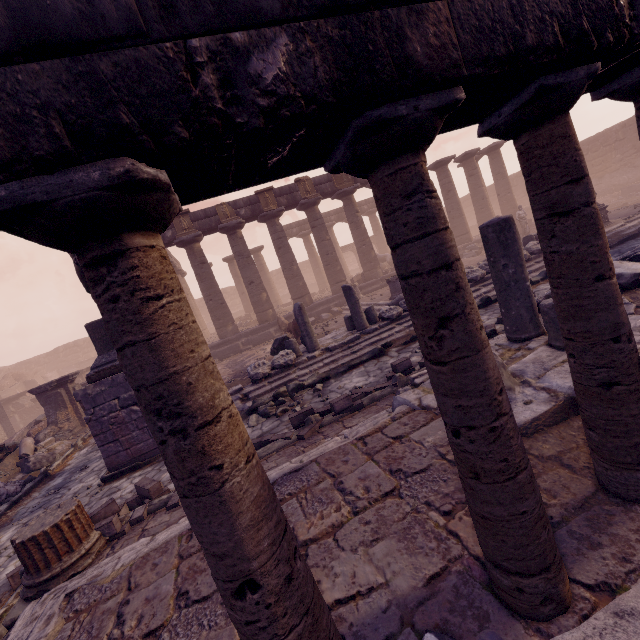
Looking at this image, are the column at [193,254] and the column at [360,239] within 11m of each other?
yes

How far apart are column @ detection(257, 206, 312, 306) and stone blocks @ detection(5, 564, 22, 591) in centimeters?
1383cm

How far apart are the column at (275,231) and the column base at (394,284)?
5.4m

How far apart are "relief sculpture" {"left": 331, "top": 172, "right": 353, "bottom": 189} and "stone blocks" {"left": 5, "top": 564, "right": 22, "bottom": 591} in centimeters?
1750cm

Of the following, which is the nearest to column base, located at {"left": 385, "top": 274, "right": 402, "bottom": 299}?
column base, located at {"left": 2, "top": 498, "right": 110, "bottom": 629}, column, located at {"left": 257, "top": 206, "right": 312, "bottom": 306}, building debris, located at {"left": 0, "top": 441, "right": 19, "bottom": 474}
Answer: column, located at {"left": 257, "top": 206, "right": 312, "bottom": 306}

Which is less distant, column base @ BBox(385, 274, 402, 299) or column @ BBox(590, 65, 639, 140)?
column @ BBox(590, 65, 639, 140)

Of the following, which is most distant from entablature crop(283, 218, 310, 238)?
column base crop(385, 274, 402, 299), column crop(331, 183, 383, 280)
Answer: column base crop(385, 274, 402, 299)

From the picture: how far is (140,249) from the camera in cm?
108
